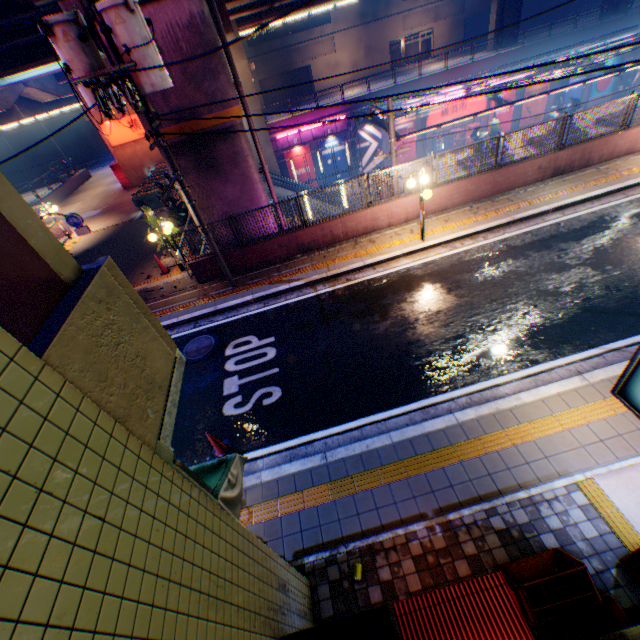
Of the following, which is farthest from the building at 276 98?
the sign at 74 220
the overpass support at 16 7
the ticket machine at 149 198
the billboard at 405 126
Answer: the sign at 74 220

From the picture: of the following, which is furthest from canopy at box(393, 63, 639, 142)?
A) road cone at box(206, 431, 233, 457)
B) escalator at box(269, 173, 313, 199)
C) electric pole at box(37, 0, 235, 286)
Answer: road cone at box(206, 431, 233, 457)

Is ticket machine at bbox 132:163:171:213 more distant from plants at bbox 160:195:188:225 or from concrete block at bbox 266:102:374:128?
concrete block at bbox 266:102:374:128

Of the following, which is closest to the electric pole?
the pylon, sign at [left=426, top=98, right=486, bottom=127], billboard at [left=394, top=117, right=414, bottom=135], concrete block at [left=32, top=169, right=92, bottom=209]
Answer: the pylon

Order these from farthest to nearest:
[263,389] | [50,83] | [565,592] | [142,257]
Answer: [50,83], [142,257], [263,389], [565,592]

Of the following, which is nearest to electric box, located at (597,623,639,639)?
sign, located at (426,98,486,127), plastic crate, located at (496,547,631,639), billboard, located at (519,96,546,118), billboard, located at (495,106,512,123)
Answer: plastic crate, located at (496,547,631,639)

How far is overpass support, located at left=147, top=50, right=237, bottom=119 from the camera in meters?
9.9 m

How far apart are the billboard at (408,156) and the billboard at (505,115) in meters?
7.6
